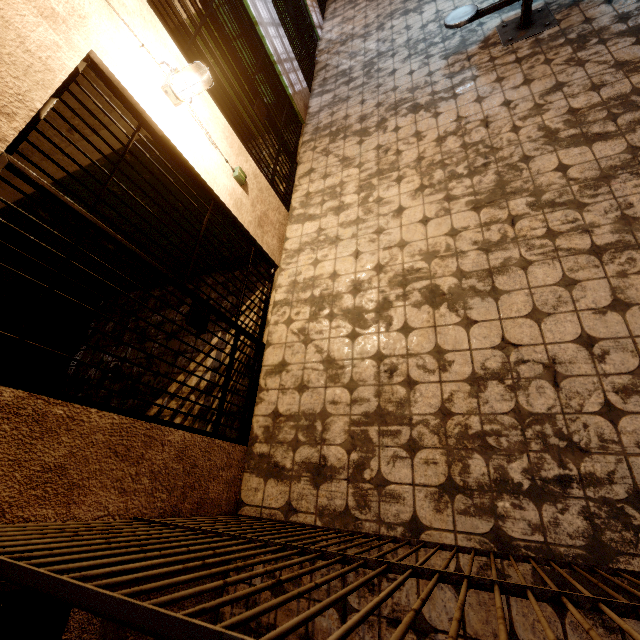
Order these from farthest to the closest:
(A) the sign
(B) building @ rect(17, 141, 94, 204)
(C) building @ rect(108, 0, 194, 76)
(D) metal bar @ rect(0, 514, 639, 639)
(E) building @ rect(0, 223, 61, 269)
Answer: (E) building @ rect(0, 223, 61, 269) < (B) building @ rect(17, 141, 94, 204) < (C) building @ rect(108, 0, 194, 76) < (A) the sign < (D) metal bar @ rect(0, 514, 639, 639)

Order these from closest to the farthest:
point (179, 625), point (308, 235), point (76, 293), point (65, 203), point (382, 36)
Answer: point (179, 625) → point (65, 203) → point (308, 235) → point (76, 293) → point (382, 36)

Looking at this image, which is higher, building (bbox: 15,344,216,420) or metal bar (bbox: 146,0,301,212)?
metal bar (bbox: 146,0,301,212)

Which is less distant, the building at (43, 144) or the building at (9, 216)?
the building at (43, 144)

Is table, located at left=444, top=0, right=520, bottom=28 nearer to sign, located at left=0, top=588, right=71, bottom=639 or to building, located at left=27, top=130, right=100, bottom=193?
building, located at left=27, top=130, right=100, bottom=193

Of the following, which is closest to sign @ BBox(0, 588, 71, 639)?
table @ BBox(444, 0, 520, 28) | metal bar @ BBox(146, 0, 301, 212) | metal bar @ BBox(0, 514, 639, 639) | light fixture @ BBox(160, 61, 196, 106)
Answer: metal bar @ BBox(0, 514, 639, 639)

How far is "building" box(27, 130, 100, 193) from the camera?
2.86m

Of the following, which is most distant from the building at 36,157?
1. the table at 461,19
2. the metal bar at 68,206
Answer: the table at 461,19
